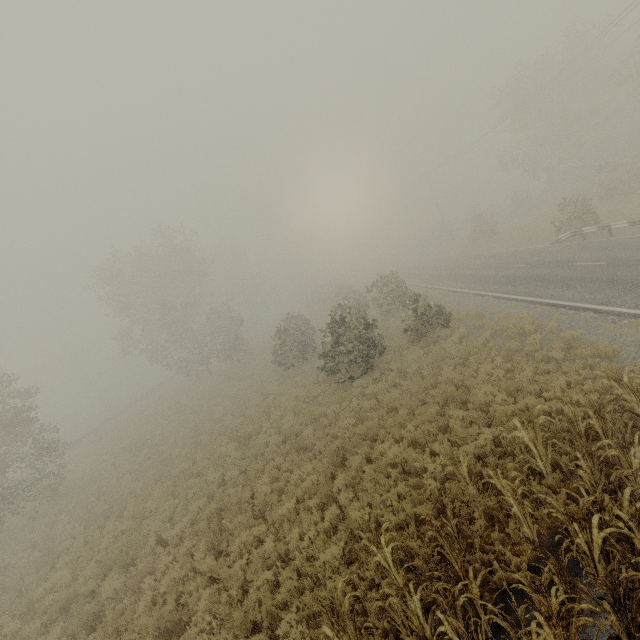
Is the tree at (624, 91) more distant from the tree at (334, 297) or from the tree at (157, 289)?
the tree at (157, 289)

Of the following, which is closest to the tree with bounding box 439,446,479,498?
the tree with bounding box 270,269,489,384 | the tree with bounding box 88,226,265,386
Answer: the tree with bounding box 270,269,489,384

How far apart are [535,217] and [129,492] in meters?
45.4

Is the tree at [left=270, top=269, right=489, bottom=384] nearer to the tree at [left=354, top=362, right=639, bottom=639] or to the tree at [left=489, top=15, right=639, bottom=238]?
the tree at [left=354, top=362, right=639, bottom=639]

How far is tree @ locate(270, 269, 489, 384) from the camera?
16.58m

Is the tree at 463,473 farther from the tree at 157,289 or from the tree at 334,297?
the tree at 157,289

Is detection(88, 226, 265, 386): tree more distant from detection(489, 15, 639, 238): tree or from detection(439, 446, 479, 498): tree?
detection(489, 15, 639, 238): tree

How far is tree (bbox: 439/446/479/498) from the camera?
6.94m
